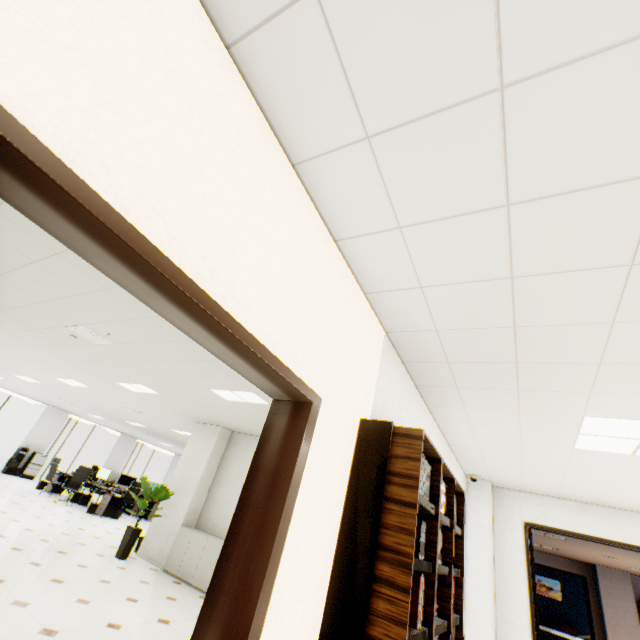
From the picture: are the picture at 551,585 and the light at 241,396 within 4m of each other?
no

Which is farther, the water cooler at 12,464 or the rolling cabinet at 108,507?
the water cooler at 12,464

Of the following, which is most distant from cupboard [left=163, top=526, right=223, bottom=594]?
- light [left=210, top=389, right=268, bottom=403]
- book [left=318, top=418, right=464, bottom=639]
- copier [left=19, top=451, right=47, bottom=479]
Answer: copier [left=19, top=451, right=47, bottom=479]

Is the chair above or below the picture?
below

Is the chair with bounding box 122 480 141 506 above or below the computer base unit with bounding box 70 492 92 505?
above

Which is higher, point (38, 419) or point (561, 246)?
point (561, 246)

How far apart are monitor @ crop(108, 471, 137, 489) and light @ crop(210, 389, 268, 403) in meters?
10.5 m

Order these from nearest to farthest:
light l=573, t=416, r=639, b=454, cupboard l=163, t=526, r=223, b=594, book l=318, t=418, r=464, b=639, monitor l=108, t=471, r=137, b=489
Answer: book l=318, t=418, r=464, b=639, light l=573, t=416, r=639, b=454, cupboard l=163, t=526, r=223, b=594, monitor l=108, t=471, r=137, b=489
